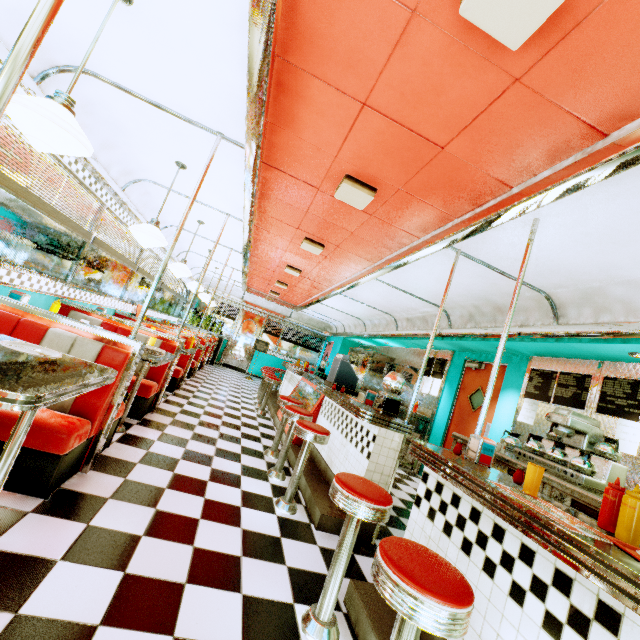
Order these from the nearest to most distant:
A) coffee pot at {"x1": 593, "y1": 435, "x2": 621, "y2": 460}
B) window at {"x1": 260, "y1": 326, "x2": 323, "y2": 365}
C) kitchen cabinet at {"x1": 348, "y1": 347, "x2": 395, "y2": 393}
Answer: coffee pot at {"x1": 593, "y1": 435, "x2": 621, "y2": 460}, kitchen cabinet at {"x1": 348, "y1": 347, "x2": 395, "y2": 393}, window at {"x1": 260, "y1": 326, "x2": 323, "y2": 365}

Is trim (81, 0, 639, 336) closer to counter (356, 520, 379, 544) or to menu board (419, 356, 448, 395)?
menu board (419, 356, 448, 395)

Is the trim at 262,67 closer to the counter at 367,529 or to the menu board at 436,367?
the menu board at 436,367

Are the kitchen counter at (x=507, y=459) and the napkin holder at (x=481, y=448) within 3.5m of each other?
yes

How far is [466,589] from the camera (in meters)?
1.19

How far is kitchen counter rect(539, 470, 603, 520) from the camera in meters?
2.8

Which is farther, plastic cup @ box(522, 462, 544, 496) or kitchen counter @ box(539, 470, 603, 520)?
kitchen counter @ box(539, 470, 603, 520)

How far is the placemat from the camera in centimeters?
126cm
